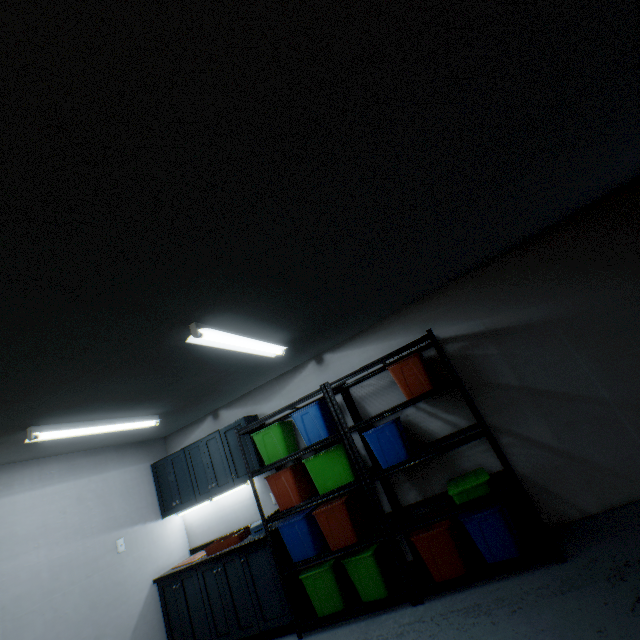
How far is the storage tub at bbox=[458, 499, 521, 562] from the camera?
2.56m

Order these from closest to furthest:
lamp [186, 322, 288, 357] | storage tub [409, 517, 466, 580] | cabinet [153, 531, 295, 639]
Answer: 1. lamp [186, 322, 288, 357]
2. storage tub [409, 517, 466, 580]
3. cabinet [153, 531, 295, 639]

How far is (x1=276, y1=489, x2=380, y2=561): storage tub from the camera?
3.0 meters

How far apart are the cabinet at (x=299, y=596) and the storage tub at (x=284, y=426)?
1.0 meters

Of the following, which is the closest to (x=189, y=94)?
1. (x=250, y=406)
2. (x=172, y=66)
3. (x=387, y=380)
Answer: (x=172, y=66)

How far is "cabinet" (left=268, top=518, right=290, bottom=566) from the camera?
3.31m

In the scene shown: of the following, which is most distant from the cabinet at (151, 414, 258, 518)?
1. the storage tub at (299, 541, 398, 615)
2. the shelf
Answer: the storage tub at (299, 541, 398, 615)

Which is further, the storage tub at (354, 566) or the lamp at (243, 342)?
the storage tub at (354, 566)
